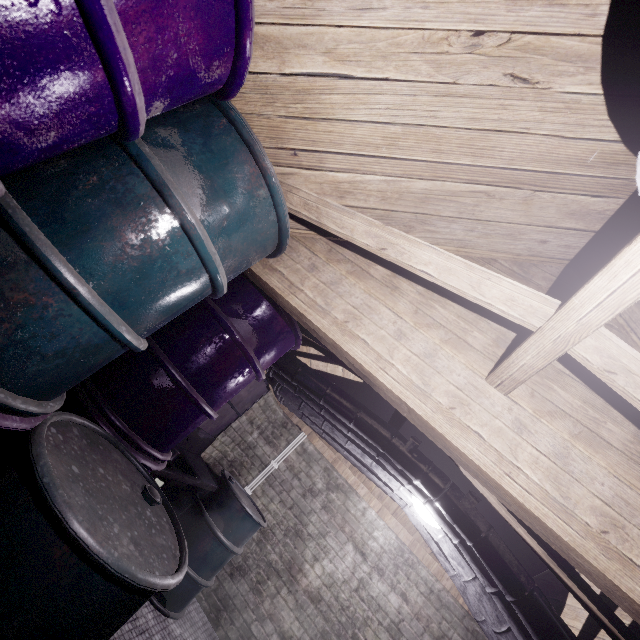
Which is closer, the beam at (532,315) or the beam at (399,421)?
the beam at (532,315)

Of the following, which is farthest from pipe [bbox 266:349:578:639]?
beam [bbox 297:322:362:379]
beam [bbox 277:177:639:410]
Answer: beam [bbox 277:177:639:410]

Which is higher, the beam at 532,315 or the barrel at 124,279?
the beam at 532,315

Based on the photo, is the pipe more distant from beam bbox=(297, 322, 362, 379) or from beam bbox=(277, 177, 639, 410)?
beam bbox=(277, 177, 639, 410)

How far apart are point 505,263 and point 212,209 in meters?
1.4 m

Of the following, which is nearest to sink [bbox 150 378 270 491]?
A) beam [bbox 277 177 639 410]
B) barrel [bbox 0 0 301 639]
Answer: barrel [bbox 0 0 301 639]

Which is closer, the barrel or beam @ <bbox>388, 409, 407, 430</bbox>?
the barrel

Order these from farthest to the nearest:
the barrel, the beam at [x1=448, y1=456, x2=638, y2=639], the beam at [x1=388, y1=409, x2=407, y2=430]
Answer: the beam at [x1=388, y1=409, x2=407, y2=430]
the beam at [x1=448, y1=456, x2=638, y2=639]
the barrel
